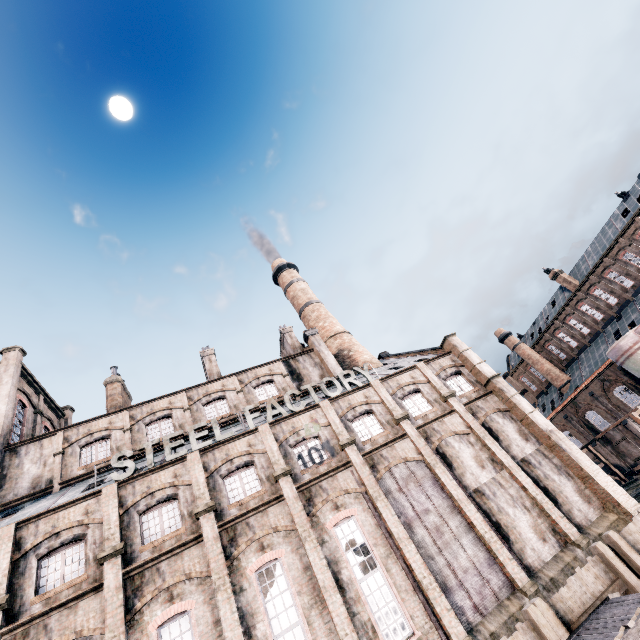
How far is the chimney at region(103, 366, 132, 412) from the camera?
29.78m

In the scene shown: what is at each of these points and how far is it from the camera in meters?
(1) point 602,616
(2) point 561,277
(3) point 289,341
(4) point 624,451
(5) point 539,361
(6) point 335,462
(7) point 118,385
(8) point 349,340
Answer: (1) wooden platform, 12.2 m
(2) chimney, 50.8 m
(3) chimney, 37.2 m
(4) building, 44.1 m
(5) chimney, 54.5 m
(6) building, 20.4 m
(7) chimney, 31.5 m
(8) chimney, 37.8 m

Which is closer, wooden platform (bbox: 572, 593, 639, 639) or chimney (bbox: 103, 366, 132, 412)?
wooden platform (bbox: 572, 593, 639, 639)

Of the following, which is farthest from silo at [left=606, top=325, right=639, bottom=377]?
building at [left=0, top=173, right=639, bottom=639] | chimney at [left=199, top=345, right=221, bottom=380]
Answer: chimney at [left=199, top=345, right=221, bottom=380]

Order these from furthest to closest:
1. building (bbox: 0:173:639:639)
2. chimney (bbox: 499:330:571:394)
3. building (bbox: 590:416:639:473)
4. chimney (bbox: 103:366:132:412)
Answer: chimney (bbox: 499:330:571:394), building (bbox: 590:416:639:473), chimney (bbox: 103:366:132:412), building (bbox: 0:173:639:639)

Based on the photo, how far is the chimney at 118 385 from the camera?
29.78m

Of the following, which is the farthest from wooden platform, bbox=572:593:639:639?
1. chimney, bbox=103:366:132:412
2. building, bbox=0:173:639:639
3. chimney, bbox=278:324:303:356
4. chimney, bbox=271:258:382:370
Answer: chimney, bbox=103:366:132:412

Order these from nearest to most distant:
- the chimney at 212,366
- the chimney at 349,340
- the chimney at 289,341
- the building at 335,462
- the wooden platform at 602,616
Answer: the wooden platform at 602,616 < the building at 335,462 < the chimney at 212,366 < the chimney at 349,340 < the chimney at 289,341
